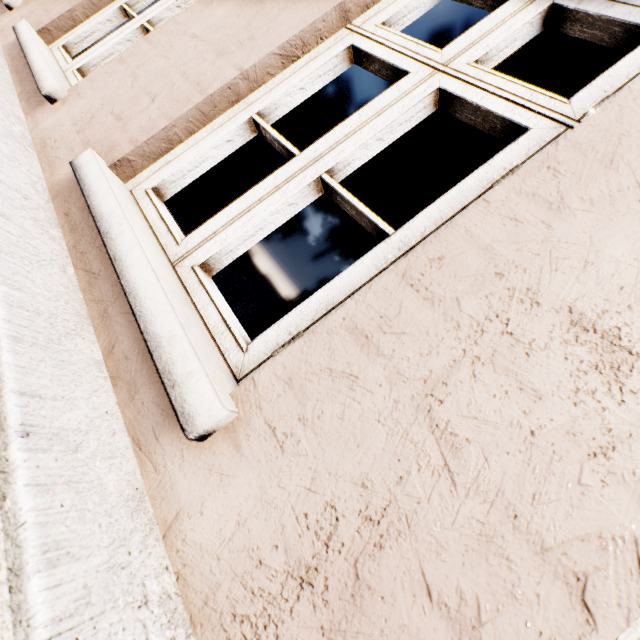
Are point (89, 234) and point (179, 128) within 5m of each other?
yes
